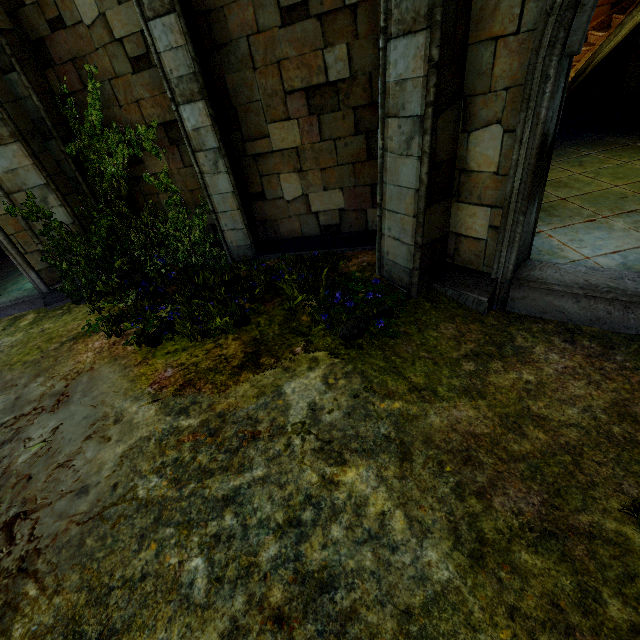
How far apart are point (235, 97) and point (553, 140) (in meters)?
5.21
